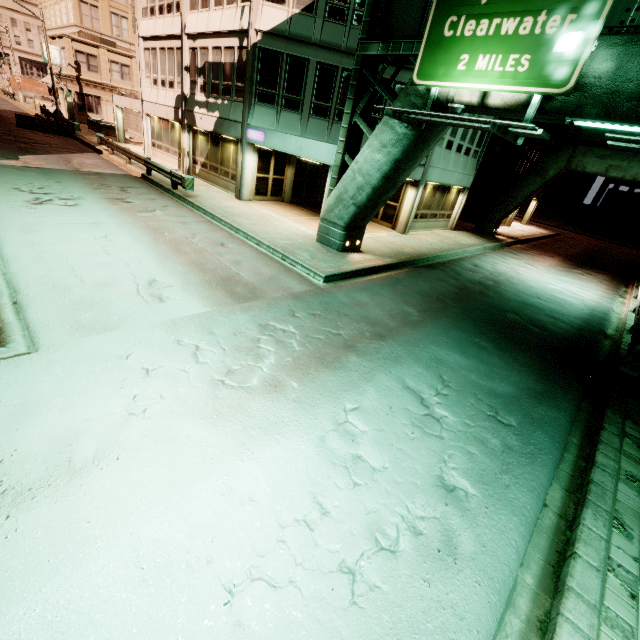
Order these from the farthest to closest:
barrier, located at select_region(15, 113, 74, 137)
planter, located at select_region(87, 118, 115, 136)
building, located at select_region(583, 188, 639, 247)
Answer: building, located at select_region(583, 188, 639, 247) < planter, located at select_region(87, 118, 115, 136) < barrier, located at select_region(15, 113, 74, 137)

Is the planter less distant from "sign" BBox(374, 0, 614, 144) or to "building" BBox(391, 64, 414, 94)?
"building" BBox(391, 64, 414, 94)

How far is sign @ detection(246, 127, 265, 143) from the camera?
15.6 meters

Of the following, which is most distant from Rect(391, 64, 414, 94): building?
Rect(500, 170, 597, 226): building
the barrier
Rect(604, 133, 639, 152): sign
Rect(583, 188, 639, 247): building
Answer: Rect(500, 170, 597, 226): building

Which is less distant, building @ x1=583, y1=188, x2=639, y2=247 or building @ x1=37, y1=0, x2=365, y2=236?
building @ x1=37, y1=0, x2=365, y2=236

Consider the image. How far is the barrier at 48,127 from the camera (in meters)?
26.48

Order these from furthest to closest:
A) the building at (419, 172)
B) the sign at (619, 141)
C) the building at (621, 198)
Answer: the building at (621, 198) → the building at (419, 172) → the sign at (619, 141)

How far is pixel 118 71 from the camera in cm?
3825
